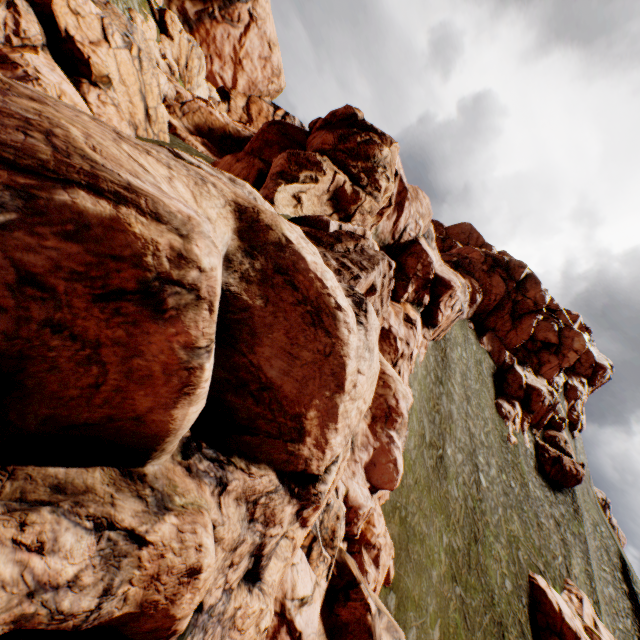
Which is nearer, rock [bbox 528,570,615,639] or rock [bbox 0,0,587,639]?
rock [bbox 0,0,587,639]

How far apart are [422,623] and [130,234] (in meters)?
27.69

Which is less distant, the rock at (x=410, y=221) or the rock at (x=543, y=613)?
the rock at (x=410, y=221)
